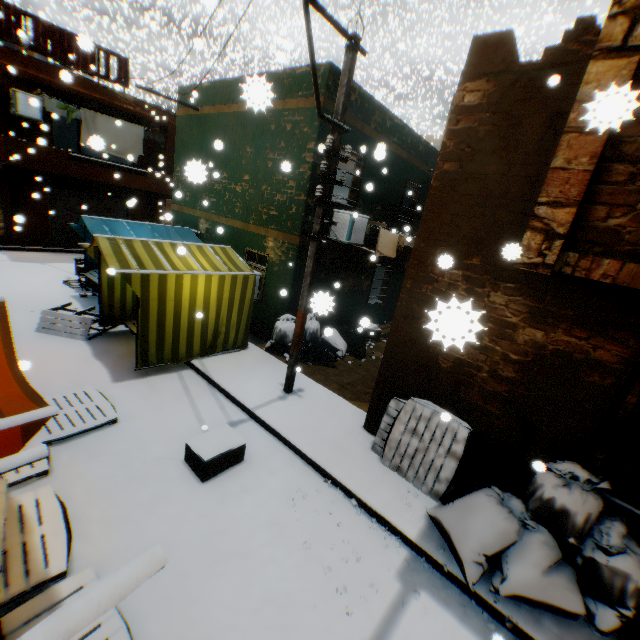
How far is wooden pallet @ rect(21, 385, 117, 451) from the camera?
4.7 meters

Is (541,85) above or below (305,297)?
above

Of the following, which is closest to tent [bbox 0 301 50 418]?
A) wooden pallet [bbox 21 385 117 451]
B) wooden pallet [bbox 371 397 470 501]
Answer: wooden pallet [bbox 21 385 117 451]

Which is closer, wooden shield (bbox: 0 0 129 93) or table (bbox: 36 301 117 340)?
table (bbox: 36 301 117 340)

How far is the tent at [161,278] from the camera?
6.41m

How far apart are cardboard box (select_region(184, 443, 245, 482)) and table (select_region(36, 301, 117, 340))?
4.0m

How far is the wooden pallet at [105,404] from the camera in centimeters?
472cm

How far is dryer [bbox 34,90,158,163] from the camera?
12.45m
